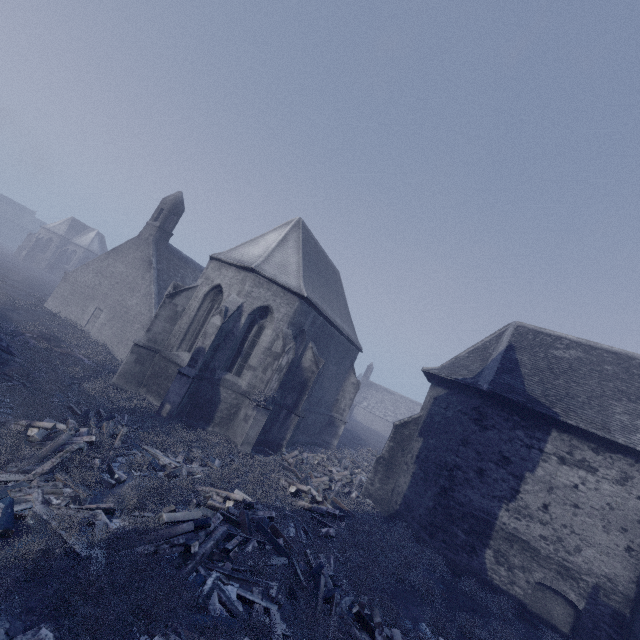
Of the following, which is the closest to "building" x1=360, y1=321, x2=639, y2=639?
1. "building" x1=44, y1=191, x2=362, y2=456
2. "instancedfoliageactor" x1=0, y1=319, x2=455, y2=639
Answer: "building" x1=44, y1=191, x2=362, y2=456

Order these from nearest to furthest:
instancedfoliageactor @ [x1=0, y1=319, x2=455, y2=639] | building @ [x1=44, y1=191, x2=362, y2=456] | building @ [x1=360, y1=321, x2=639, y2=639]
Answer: instancedfoliageactor @ [x1=0, y1=319, x2=455, y2=639], building @ [x1=360, y1=321, x2=639, y2=639], building @ [x1=44, y1=191, x2=362, y2=456]

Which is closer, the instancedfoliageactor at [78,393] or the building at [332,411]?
the instancedfoliageactor at [78,393]

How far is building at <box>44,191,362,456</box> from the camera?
14.1m

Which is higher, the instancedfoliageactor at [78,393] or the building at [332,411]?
the building at [332,411]

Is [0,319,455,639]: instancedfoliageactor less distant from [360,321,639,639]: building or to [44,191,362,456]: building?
[44,191,362,456]: building

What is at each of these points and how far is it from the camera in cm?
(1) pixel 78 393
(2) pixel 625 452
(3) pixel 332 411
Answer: (1) instancedfoliageactor, 1126
(2) building, 1151
(3) building, 2311
